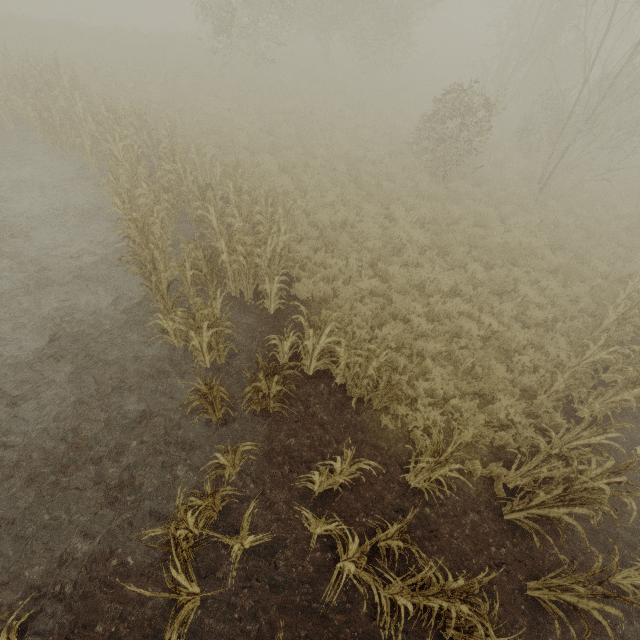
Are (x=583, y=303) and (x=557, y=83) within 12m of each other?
yes
